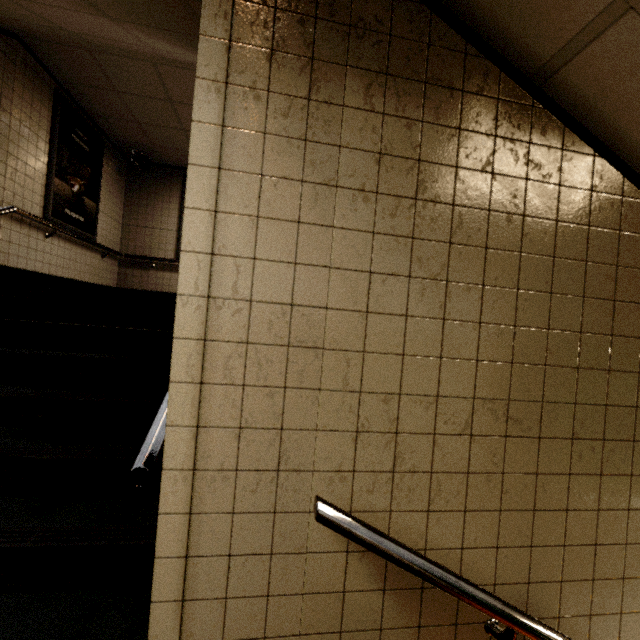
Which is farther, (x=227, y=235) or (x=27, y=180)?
(x=27, y=180)

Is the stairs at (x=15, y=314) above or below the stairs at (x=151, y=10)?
below

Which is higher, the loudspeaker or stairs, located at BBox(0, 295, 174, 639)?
the loudspeaker

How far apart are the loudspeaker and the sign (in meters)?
0.50

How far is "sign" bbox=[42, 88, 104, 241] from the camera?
4.4 meters

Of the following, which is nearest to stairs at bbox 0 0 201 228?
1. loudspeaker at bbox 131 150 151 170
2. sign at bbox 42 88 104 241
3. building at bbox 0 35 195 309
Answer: building at bbox 0 35 195 309

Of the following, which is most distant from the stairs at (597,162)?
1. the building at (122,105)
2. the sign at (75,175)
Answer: the sign at (75,175)

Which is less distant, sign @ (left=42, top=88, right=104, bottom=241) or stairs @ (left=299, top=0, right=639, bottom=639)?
stairs @ (left=299, top=0, right=639, bottom=639)
